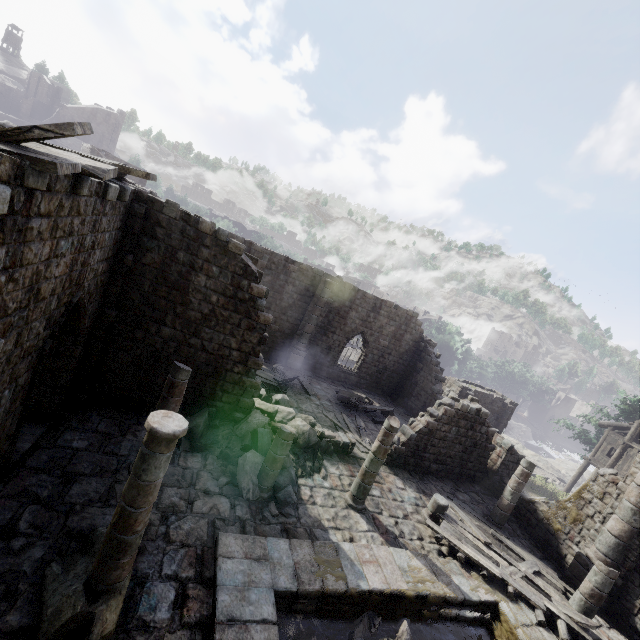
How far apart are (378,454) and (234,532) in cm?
494

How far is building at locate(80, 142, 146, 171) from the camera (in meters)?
34.91

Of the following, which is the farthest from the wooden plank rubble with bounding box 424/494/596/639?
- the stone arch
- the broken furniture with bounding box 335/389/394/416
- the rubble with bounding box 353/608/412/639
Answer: the stone arch

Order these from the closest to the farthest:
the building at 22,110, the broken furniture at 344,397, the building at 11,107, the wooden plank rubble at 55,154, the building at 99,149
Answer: the wooden plank rubble at 55,154
the broken furniture at 344,397
the building at 99,149
the building at 22,110
the building at 11,107

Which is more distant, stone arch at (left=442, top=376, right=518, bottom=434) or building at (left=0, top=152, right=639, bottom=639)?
stone arch at (left=442, top=376, right=518, bottom=434)

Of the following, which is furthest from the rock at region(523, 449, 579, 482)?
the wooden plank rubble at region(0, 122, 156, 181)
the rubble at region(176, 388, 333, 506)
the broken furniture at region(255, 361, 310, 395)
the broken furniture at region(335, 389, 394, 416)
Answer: the wooden plank rubble at region(0, 122, 156, 181)

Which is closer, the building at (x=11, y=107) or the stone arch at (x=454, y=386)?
the stone arch at (x=454, y=386)
